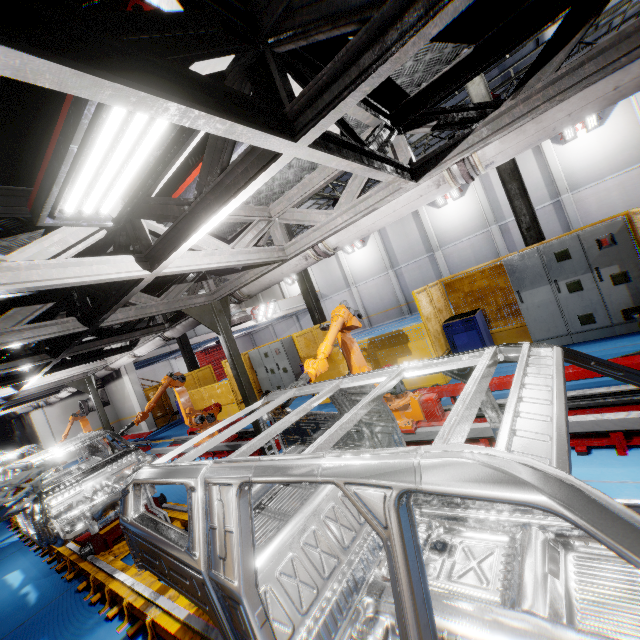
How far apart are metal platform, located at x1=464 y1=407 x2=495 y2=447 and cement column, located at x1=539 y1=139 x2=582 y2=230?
19.8m

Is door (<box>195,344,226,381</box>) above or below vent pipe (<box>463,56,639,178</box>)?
below

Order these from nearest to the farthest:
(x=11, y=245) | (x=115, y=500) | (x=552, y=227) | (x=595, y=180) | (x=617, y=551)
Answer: (x=617, y=551), (x=11, y=245), (x=115, y=500), (x=595, y=180), (x=552, y=227)

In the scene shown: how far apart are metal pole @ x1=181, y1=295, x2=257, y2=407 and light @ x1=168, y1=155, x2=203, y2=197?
2.25m

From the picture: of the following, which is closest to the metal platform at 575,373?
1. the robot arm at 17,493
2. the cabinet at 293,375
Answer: the robot arm at 17,493

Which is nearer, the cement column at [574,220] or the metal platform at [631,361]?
the metal platform at [631,361]

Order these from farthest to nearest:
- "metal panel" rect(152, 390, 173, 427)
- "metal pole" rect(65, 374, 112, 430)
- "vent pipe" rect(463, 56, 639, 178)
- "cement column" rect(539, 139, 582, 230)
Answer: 1. "cement column" rect(539, 139, 582, 230)
2. "metal panel" rect(152, 390, 173, 427)
3. "metal pole" rect(65, 374, 112, 430)
4. "vent pipe" rect(463, 56, 639, 178)

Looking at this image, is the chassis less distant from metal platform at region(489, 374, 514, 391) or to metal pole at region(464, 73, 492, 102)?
metal platform at region(489, 374, 514, 391)
